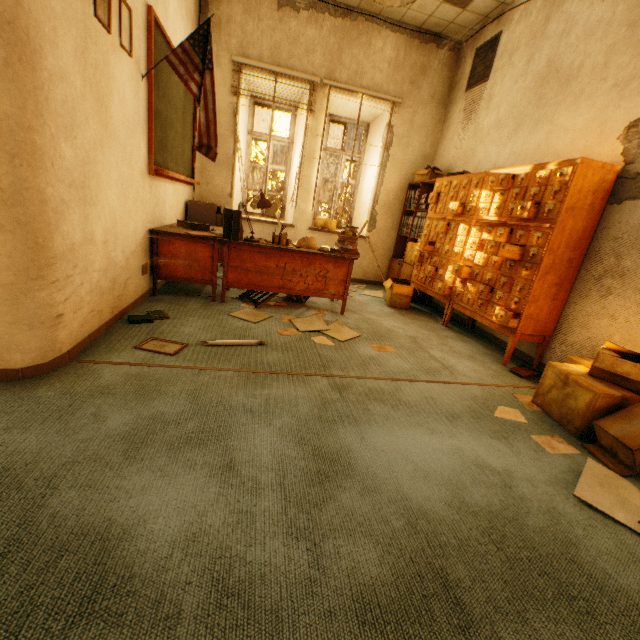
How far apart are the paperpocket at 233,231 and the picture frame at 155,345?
1.4m

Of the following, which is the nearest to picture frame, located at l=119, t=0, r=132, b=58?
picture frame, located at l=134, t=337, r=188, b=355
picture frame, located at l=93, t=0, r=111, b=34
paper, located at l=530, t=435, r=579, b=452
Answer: picture frame, located at l=93, t=0, r=111, b=34

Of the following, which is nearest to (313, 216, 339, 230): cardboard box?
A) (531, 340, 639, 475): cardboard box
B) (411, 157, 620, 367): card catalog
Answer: (411, 157, 620, 367): card catalog

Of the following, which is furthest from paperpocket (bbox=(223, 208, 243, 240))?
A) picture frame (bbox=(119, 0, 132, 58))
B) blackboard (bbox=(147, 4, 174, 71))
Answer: picture frame (bbox=(119, 0, 132, 58))

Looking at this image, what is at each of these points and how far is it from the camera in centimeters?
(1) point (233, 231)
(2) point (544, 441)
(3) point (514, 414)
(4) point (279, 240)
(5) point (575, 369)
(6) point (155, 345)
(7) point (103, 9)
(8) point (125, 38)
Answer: (1) paperpocket, 335cm
(2) paper, 199cm
(3) paper, 224cm
(4) pencil holder, 357cm
(5) cardboard box, 229cm
(6) picture frame, 237cm
(7) picture frame, 199cm
(8) picture frame, 232cm

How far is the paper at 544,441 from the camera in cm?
192

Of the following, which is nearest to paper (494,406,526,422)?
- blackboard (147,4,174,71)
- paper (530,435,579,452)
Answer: paper (530,435,579,452)

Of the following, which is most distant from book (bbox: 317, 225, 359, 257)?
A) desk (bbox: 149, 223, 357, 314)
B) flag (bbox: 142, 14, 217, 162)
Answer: flag (bbox: 142, 14, 217, 162)
